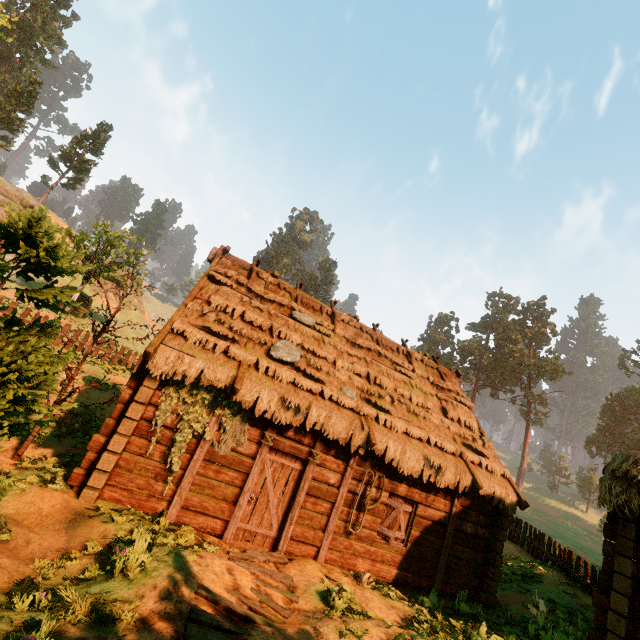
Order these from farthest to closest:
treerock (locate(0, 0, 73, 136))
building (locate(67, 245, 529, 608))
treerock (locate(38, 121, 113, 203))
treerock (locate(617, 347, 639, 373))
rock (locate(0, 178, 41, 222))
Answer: treerock (locate(617, 347, 639, 373)), treerock (locate(38, 121, 113, 203)), treerock (locate(0, 0, 73, 136)), rock (locate(0, 178, 41, 222)), building (locate(67, 245, 529, 608))

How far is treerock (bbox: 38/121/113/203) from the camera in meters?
46.0

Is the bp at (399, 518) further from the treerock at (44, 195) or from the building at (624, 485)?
the treerock at (44, 195)

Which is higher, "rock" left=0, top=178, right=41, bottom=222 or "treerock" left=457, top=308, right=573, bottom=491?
"treerock" left=457, top=308, right=573, bottom=491

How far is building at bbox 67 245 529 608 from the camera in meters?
7.4

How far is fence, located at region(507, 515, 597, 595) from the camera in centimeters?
1152cm

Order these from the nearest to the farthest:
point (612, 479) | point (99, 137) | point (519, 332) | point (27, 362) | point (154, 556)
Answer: point (27, 362) → point (154, 556) → point (612, 479) → point (99, 137) → point (519, 332)

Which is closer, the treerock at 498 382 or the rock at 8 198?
the rock at 8 198
